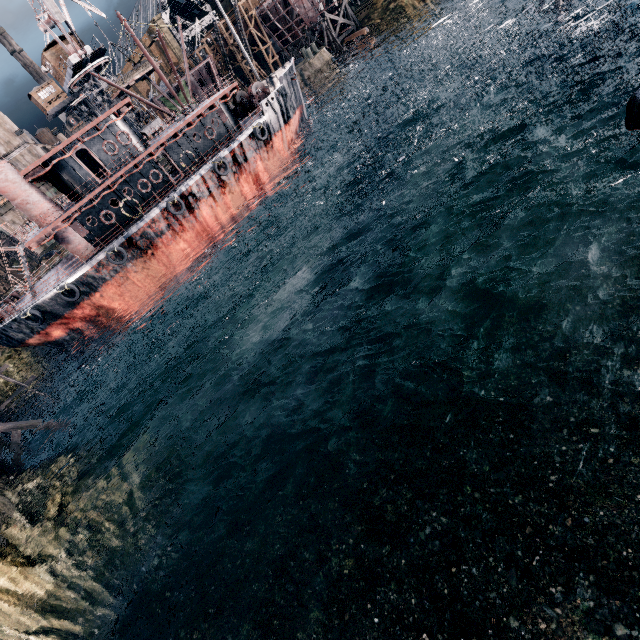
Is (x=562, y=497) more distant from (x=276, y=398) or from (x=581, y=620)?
(x=276, y=398)

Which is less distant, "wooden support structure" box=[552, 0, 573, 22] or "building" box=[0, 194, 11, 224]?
"wooden support structure" box=[552, 0, 573, 22]

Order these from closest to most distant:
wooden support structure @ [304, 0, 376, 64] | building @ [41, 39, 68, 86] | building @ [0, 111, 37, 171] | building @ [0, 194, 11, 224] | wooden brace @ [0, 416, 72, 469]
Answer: wooden brace @ [0, 416, 72, 469] → building @ [41, 39, 68, 86] → wooden support structure @ [304, 0, 376, 64] → building @ [0, 111, 37, 171] → building @ [0, 194, 11, 224]

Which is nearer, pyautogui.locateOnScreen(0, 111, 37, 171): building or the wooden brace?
the wooden brace

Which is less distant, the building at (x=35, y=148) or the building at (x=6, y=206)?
the building at (x=35, y=148)

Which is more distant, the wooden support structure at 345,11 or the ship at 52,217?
the wooden support structure at 345,11

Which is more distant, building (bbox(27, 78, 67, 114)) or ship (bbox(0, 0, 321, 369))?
building (bbox(27, 78, 67, 114))

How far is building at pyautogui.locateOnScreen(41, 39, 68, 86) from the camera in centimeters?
3947cm
